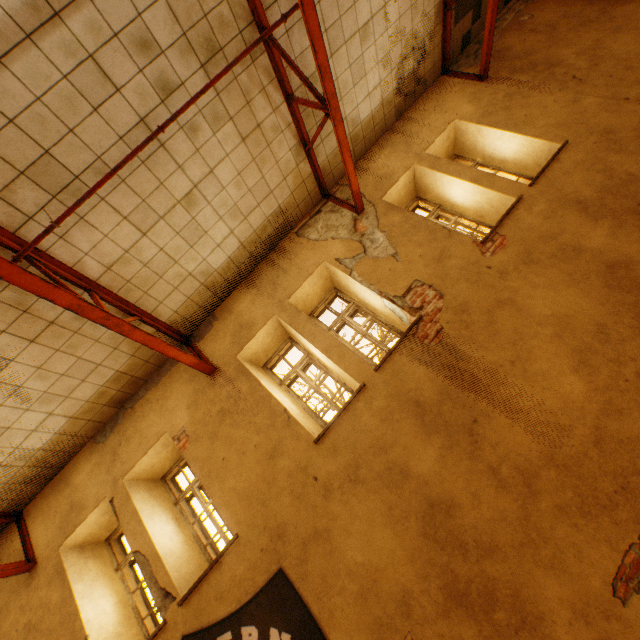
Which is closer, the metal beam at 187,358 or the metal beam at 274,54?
the metal beam at 187,358

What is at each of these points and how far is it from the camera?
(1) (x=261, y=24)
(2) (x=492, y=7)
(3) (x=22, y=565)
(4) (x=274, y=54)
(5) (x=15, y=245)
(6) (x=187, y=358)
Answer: (1) metal beam, 4.1 meters
(2) metal beam, 5.6 meters
(3) metal beam, 4.8 meters
(4) metal beam, 4.4 meters
(5) metal beam, 3.5 meters
(6) metal beam, 4.9 meters

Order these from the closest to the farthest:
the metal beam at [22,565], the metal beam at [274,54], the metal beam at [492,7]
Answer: the metal beam at [274,54], the metal beam at [22,565], the metal beam at [492,7]

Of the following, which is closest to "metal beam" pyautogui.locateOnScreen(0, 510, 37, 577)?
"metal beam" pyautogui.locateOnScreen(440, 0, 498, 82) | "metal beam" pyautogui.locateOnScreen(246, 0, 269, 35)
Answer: "metal beam" pyautogui.locateOnScreen(246, 0, 269, 35)

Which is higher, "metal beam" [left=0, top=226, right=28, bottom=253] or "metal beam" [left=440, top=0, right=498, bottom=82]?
"metal beam" [left=0, top=226, right=28, bottom=253]

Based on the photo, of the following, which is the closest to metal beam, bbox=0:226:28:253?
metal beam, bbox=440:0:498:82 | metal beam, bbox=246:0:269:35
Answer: metal beam, bbox=246:0:269:35

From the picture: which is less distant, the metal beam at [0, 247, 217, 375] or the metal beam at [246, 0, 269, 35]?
the metal beam at [0, 247, 217, 375]

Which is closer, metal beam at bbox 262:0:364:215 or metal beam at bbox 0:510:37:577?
metal beam at bbox 262:0:364:215
